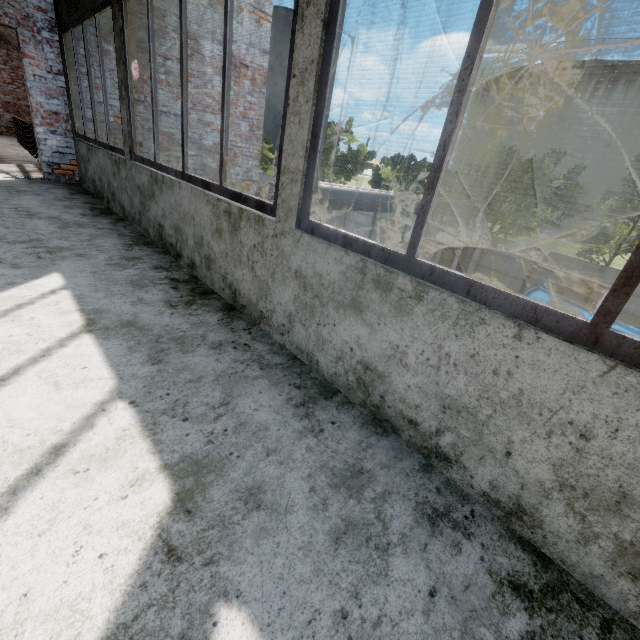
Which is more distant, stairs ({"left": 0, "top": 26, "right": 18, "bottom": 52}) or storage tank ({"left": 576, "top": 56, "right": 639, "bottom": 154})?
storage tank ({"left": 576, "top": 56, "right": 639, "bottom": 154})

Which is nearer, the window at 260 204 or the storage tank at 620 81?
the window at 260 204

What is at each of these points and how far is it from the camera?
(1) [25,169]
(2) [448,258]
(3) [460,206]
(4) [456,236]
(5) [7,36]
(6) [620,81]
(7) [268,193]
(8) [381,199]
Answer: (1) elevated walkway, 6.6m
(2) pipe, 16.5m
(3) pipe, 12.9m
(4) pipe, 16.0m
(5) stairs, 10.7m
(6) storage tank, 57.3m
(7) pipe, 7.7m
(8) pipe, 9.3m

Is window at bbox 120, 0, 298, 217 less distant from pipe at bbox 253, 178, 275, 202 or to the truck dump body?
pipe at bbox 253, 178, 275, 202

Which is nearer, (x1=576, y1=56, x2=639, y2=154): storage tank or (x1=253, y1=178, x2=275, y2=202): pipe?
(x1=253, y1=178, x2=275, y2=202): pipe

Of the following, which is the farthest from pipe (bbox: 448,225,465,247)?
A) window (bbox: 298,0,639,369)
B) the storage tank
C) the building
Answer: the storage tank

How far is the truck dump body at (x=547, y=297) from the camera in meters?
11.6 m

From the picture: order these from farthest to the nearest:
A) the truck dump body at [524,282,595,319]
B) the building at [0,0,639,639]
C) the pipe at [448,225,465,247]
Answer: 1. the pipe at [448,225,465,247]
2. the truck dump body at [524,282,595,319]
3. the building at [0,0,639,639]
